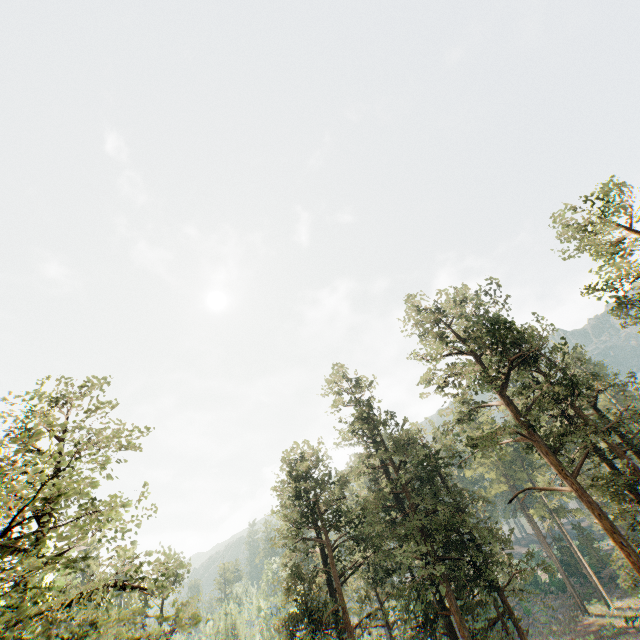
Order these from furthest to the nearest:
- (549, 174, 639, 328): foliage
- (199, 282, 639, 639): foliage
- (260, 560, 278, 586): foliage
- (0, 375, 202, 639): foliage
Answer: (260, 560, 278, 586): foliage
(199, 282, 639, 639): foliage
(549, 174, 639, 328): foliage
(0, 375, 202, 639): foliage

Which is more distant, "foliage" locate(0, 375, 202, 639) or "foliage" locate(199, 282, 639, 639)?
"foliage" locate(199, 282, 639, 639)

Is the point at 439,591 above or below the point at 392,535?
below

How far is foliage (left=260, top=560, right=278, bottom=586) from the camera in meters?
28.6

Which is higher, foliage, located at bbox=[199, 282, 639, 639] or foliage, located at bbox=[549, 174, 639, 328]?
foliage, located at bbox=[549, 174, 639, 328]

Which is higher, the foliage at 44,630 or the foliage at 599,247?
the foliage at 599,247
